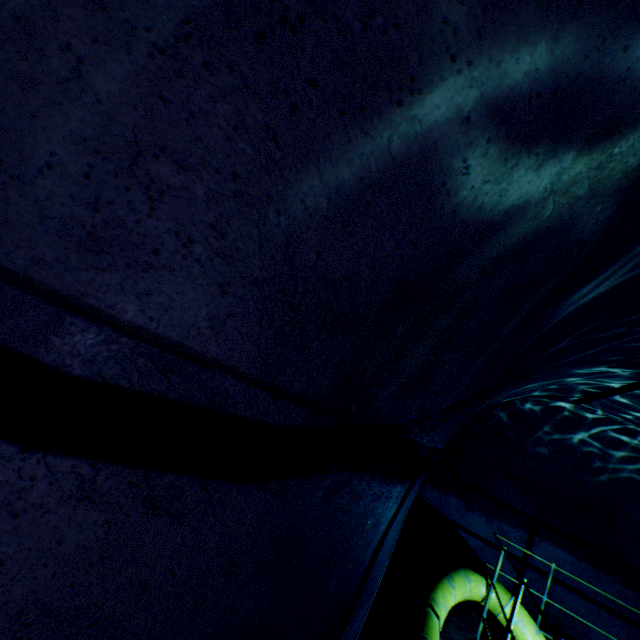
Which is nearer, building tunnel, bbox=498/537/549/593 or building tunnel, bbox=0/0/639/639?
building tunnel, bbox=0/0/639/639

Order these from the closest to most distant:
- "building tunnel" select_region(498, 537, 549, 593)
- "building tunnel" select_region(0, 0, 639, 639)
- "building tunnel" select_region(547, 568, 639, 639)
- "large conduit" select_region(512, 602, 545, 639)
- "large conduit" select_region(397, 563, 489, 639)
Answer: "building tunnel" select_region(0, 0, 639, 639)
"large conduit" select_region(397, 563, 489, 639)
"large conduit" select_region(512, 602, 545, 639)
"building tunnel" select_region(547, 568, 639, 639)
"building tunnel" select_region(498, 537, 549, 593)

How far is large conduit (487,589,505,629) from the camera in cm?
462

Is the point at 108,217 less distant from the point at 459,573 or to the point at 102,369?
the point at 102,369

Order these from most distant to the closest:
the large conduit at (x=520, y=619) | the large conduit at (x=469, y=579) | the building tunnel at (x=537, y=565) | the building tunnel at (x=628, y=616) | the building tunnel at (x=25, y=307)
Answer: the building tunnel at (x=537, y=565) → the building tunnel at (x=628, y=616) → the large conduit at (x=520, y=619) → the large conduit at (x=469, y=579) → the building tunnel at (x=25, y=307)

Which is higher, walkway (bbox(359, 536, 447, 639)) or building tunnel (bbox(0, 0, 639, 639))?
building tunnel (bbox(0, 0, 639, 639))

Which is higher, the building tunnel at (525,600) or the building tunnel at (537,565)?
the building tunnel at (537,565)

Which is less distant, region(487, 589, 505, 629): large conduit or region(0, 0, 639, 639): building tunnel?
region(0, 0, 639, 639): building tunnel
